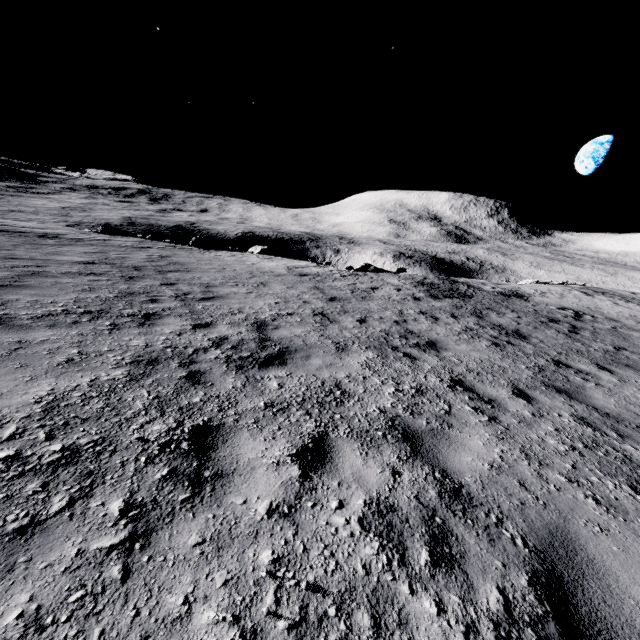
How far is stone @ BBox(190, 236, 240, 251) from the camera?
22.32m

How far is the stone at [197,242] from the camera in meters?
22.3

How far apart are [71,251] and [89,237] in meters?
6.3 m
